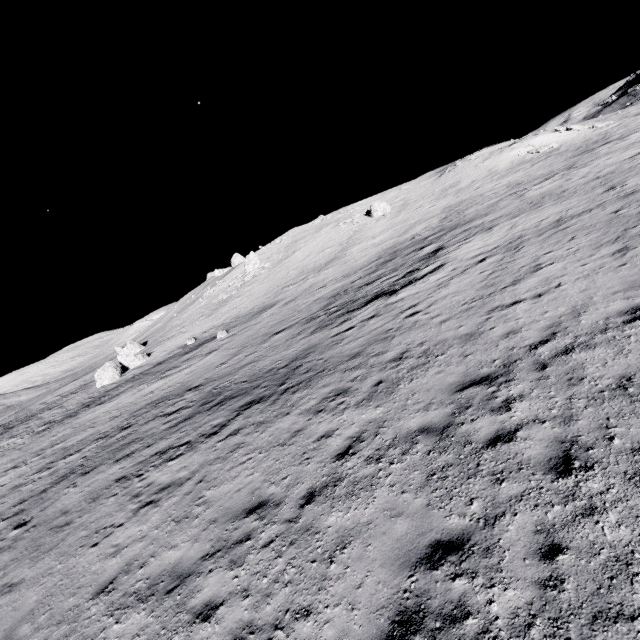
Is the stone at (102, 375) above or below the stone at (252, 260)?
below

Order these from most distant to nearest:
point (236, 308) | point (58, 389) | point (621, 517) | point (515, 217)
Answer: point (58, 389), point (236, 308), point (515, 217), point (621, 517)

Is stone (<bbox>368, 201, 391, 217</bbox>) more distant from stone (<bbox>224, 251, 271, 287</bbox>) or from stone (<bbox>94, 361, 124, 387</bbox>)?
stone (<bbox>94, 361, 124, 387</bbox>)

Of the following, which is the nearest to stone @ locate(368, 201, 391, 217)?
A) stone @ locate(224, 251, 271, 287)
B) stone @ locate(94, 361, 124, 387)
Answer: stone @ locate(224, 251, 271, 287)

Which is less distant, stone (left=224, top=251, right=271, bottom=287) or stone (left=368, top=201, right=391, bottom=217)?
stone (left=368, top=201, right=391, bottom=217)

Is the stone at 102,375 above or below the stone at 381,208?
below
